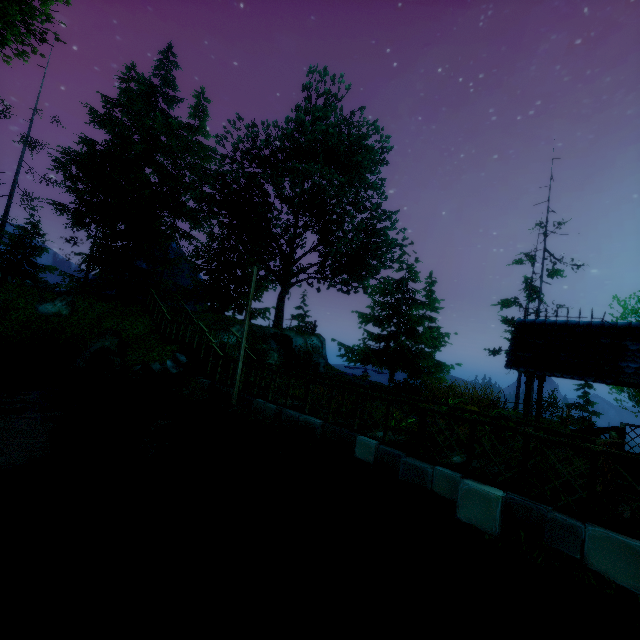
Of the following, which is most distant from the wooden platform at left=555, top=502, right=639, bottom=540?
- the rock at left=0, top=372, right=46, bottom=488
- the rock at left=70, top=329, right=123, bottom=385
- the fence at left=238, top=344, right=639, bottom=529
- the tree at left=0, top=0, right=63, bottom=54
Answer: the tree at left=0, top=0, right=63, bottom=54

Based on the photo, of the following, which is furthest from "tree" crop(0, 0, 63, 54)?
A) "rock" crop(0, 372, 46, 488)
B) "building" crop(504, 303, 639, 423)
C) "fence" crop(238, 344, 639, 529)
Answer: "rock" crop(0, 372, 46, 488)

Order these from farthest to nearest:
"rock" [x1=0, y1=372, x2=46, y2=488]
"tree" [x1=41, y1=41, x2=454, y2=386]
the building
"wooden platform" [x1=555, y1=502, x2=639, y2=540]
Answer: "tree" [x1=41, y1=41, x2=454, y2=386] < "rock" [x1=0, y1=372, x2=46, y2=488] < the building < "wooden platform" [x1=555, y1=502, x2=639, y2=540]

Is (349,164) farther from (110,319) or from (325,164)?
(110,319)

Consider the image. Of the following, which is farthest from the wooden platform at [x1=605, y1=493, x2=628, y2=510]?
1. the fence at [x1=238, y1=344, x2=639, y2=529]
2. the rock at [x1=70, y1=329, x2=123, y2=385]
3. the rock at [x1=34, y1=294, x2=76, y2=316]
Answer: the rock at [x1=34, y1=294, x2=76, y2=316]

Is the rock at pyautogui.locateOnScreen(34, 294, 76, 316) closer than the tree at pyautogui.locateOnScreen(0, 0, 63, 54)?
No

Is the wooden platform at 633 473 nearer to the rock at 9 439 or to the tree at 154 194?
the rock at 9 439

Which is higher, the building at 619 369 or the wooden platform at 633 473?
the building at 619 369
